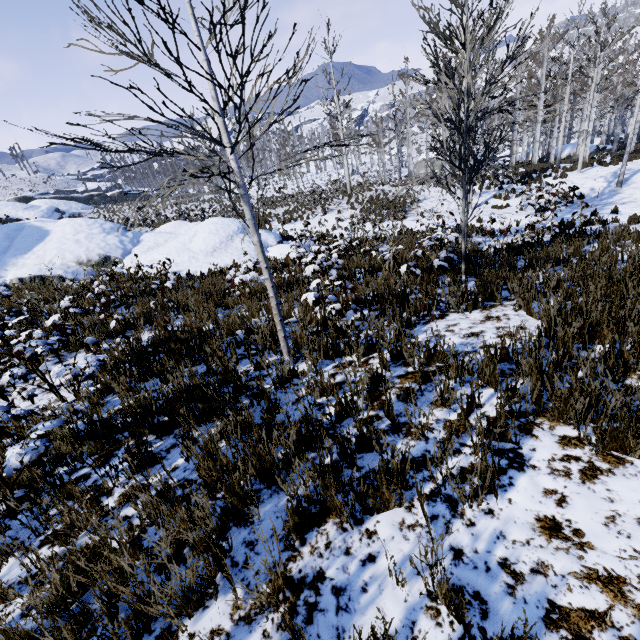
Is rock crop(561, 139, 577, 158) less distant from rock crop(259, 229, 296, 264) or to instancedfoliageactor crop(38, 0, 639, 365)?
instancedfoliageactor crop(38, 0, 639, 365)

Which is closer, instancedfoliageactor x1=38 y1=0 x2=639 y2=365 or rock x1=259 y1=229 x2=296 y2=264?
instancedfoliageactor x1=38 y1=0 x2=639 y2=365

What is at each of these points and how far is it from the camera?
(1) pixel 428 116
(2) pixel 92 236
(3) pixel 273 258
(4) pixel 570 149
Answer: (1) instancedfoliageactor, 7.60m
(2) rock, 13.21m
(3) rock, 12.56m
(4) rock, 29.27m

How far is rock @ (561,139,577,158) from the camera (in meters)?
29.06

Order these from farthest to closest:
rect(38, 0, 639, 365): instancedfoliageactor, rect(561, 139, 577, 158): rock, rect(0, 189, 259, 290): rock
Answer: rect(561, 139, 577, 158): rock
rect(0, 189, 259, 290): rock
rect(38, 0, 639, 365): instancedfoliageactor

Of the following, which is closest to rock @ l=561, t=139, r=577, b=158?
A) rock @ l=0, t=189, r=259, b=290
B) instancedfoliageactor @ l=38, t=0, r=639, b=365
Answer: instancedfoliageactor @ l=38, t=0, r=639, b=365

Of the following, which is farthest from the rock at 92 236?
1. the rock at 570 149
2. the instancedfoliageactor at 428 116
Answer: the rock at 570 149

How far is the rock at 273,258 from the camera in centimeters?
1161cm
